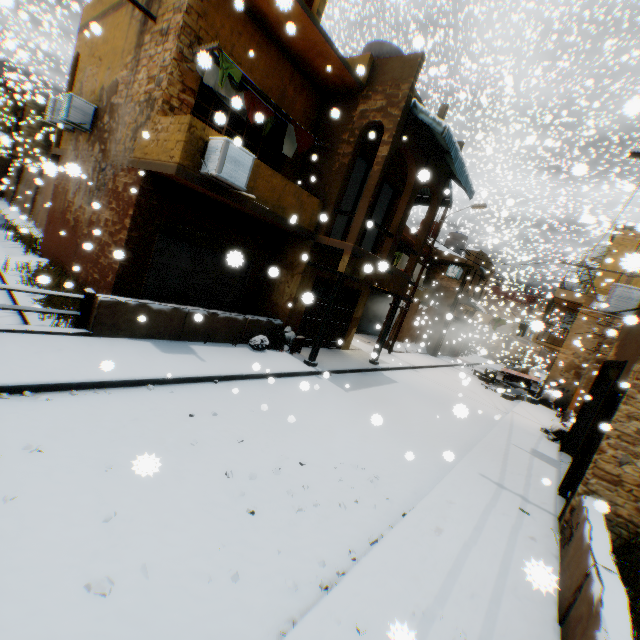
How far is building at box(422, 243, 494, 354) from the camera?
22.71m

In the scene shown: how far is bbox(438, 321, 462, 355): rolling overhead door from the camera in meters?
24.8 m

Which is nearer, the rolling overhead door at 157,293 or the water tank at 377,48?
the rolling overhead door at 157,293

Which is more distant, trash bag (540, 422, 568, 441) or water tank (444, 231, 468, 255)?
water tank (444, 231, 468, 255)

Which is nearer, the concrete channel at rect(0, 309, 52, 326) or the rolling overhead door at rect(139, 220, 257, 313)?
the concrete channel at rect(0, 309, 52, 326)

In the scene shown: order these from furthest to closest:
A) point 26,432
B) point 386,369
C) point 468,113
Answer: point 468,113, point 386,369, point 26,432

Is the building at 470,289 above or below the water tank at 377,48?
below
